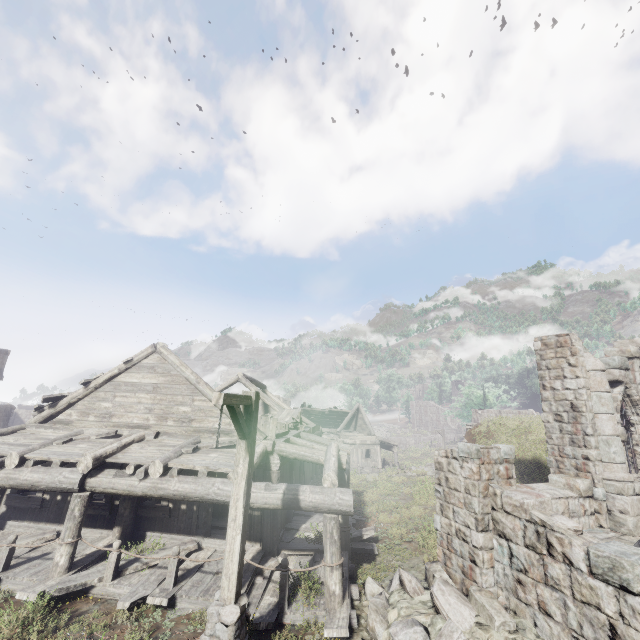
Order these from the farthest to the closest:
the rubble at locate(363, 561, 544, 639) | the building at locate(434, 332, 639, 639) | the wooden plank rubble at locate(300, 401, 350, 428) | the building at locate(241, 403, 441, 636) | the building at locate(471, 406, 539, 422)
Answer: the wooden plank rubble at locate(300, 401, 350, 428) < the building at locate(471, 406, 539, 422) < the building at locate(241, 403, 441, 636) < the rubble at locate(363, 561, 544, 639) < the building at locate(434, 332, 639, 639)

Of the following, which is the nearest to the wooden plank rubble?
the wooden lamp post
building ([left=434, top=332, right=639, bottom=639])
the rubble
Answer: building ([left=434, top=332, right=639, bottom=639])

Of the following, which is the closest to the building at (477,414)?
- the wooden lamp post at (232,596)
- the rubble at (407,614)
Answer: the rubble at (407,614)

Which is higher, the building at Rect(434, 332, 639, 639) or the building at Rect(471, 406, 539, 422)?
the building at Rect(471, 406, 539, 422)

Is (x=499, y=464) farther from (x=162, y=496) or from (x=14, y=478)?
(x=14, y=478)

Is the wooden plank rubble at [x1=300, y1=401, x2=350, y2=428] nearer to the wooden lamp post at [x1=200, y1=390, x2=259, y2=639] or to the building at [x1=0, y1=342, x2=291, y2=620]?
the building at [x1=0, y1=342, x2=291, y2=620]

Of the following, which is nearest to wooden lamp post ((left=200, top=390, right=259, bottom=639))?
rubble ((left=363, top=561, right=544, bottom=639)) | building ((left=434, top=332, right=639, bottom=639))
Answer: building ((left=434, top=332, right=639, bottom=639))

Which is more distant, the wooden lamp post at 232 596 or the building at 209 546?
the building at 209 546
